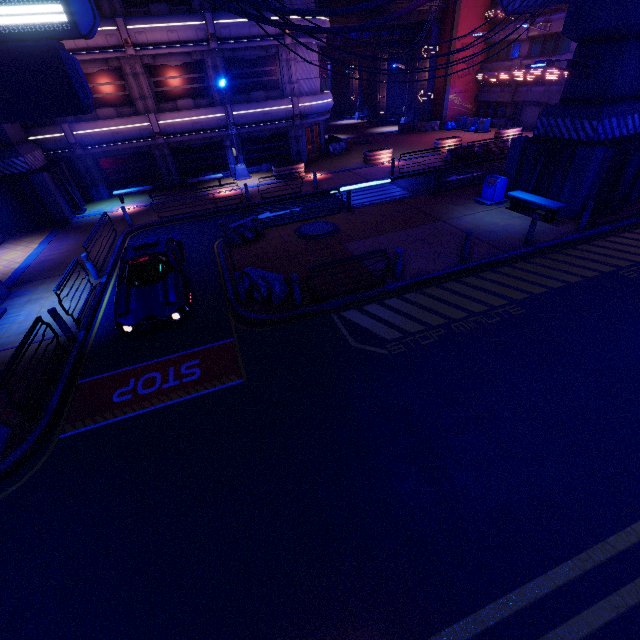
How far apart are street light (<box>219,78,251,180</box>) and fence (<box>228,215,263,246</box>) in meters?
11.1 m

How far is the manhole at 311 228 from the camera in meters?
14.3 m

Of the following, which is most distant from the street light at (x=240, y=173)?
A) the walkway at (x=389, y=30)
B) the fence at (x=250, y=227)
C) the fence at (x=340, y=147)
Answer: the walkway at (x=389, y=30)

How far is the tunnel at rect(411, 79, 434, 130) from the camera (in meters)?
34.38

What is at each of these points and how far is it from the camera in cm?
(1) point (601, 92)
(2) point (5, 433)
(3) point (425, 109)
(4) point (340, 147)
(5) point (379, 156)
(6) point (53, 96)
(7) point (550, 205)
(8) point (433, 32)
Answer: (1) pillar, 1220
(2) sign, 698
(3) tunnel, 3544
(4) fence, 2908
(5) plant holder, 2469
(6) sign, 414
(7) bench, 1316
(8) tunnel, 3161

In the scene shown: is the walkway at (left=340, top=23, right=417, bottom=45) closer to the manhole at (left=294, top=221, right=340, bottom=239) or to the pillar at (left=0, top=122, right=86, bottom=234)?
the pillar at (left=0, top=122, right=86, bottom=234)

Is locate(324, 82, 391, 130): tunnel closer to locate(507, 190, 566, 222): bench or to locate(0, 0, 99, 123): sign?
Answer: locate(507, 190, 566, 222): bench

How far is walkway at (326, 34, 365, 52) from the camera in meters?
32.0 m
